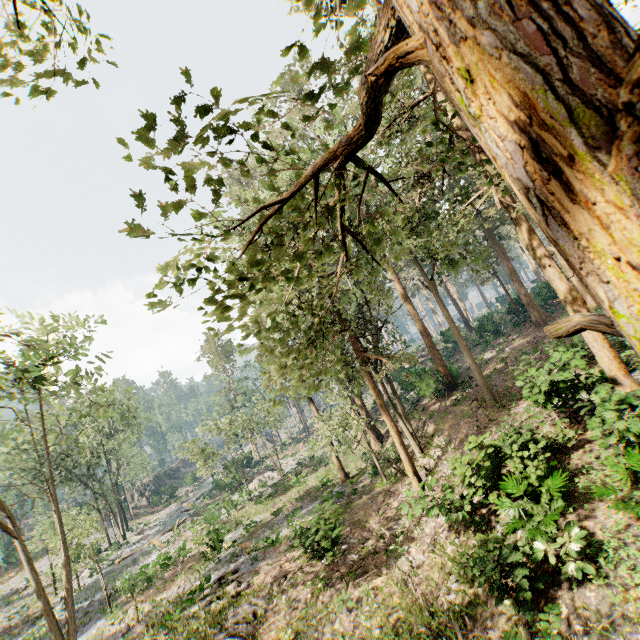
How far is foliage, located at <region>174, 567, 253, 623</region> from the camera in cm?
1455

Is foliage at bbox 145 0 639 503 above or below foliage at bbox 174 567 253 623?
above

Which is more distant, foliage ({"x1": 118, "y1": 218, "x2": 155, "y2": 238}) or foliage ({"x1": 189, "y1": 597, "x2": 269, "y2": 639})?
foliage ({"x1": 189, "y1": 597, "x2": 269, "y2": 639})

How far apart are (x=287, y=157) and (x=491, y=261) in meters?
29.9 m

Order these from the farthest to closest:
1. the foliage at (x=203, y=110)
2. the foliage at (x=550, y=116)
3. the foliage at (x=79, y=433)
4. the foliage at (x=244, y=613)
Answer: the foliage at (x=79, y=433), the foliage at (x=244, y=613), the foliage at (x=203, y=110), the foliage at (x=550, y=116)

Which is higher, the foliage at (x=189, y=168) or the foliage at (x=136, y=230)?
the foliage at (x=189, y=168)
